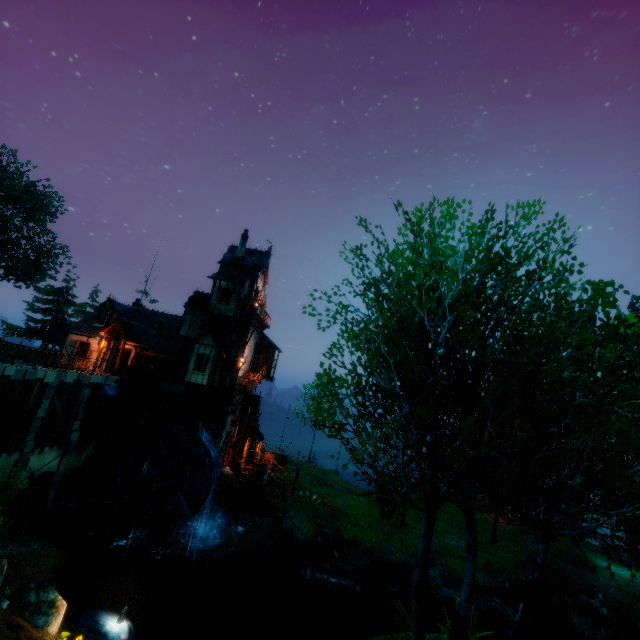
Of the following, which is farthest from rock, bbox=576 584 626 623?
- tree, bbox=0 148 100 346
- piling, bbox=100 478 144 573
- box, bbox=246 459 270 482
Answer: piling, bbox=100 478 144 573

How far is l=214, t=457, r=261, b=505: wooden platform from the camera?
22.7 meters

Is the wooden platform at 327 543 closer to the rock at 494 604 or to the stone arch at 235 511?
the stone arch at 235 511

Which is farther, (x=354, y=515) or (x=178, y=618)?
(x=354, y=515)

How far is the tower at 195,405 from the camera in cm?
2469

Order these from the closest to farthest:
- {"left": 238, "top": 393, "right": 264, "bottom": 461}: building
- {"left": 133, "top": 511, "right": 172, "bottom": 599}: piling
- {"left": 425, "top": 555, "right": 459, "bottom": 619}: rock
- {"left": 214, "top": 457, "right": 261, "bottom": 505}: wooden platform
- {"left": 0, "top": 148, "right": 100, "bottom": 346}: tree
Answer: {"left": 133, "top": 511, "right": 172, "bottom": 599}: piling, {"left": 425, "top": 555, "right": 459, "bottom": 619}: rock, {"left": 214, "top": 457, "right": 261, "bottom": 505}: wooden platform, {"left": 238, "top": 393, "right": 264, "bottom": 461}: building, {"left": 0, "top": 148, "right": 100, "bottom": 346}: tree

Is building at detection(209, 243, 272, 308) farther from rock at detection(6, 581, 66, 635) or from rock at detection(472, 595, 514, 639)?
rock at detection(472, 595, 514, 639)

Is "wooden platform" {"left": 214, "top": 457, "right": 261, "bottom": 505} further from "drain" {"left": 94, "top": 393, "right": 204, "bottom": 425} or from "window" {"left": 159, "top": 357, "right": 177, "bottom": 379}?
"window" {"left": 159, "top": 357, "right": 177, "bottom": 379}
